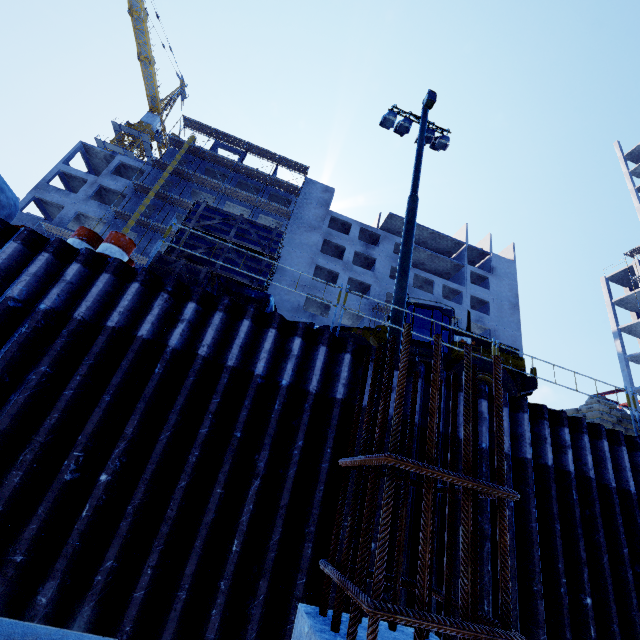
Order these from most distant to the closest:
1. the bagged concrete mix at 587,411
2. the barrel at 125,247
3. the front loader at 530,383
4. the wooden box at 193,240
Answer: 1. the front loader at 530,383
2. the bagged concrete mix at 587,411
3. the wooden box at 193,240
4. the barrel at 125,247

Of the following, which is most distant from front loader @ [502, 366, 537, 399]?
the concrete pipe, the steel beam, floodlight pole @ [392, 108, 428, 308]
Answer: the steel beam

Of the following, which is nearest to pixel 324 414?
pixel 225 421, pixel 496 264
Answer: pixel 225 421

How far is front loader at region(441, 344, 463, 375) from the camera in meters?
9.6

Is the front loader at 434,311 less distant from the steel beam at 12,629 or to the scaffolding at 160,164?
the steel beam at 12,629

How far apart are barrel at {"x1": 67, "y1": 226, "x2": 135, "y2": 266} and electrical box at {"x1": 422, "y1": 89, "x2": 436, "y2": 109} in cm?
1146

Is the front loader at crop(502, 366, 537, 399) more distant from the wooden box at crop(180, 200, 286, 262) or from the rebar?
the rebar

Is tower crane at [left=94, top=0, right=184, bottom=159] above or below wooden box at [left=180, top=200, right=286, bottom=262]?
above
